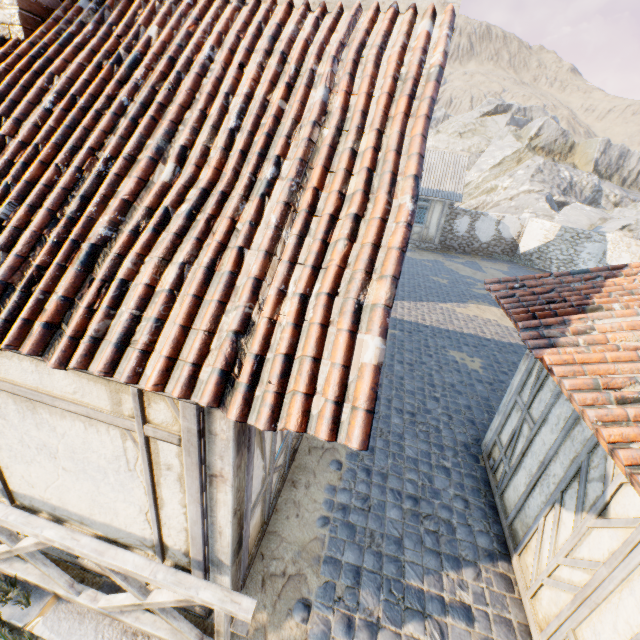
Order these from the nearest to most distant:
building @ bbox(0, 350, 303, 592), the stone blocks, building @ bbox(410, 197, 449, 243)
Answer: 1. building @ bbox(0, 350, 303, 592)
2. the stone blocks
3. building @ bbox(410, 197, 449, 243)

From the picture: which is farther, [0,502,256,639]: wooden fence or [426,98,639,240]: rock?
[426,98,639,240]: rock

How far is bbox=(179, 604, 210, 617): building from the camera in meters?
3.3

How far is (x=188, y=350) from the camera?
2.1 meters

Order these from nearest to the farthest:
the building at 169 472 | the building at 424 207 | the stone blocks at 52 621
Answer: the building at 169 472
the stone blocks at 52 621
the building at 424 207

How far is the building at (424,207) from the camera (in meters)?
21.95

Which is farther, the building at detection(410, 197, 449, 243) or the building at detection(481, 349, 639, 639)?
the building at detection(410, 197, 449, 243)

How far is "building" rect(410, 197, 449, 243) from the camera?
21.95m
